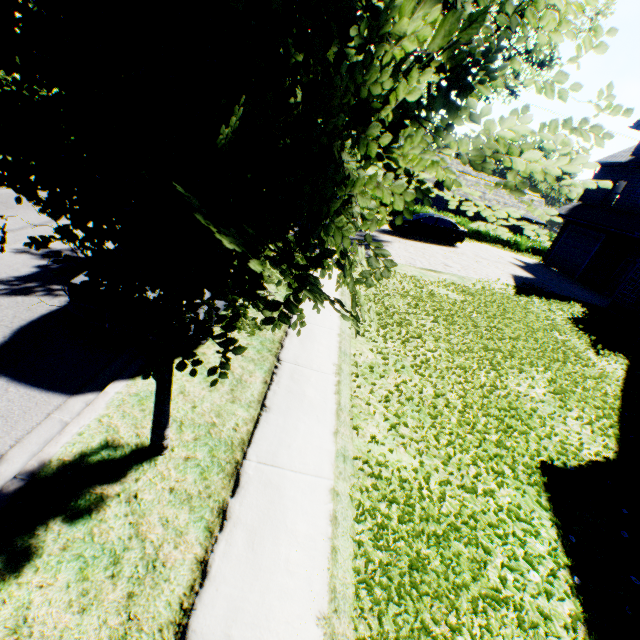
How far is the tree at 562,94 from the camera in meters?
1.4 m

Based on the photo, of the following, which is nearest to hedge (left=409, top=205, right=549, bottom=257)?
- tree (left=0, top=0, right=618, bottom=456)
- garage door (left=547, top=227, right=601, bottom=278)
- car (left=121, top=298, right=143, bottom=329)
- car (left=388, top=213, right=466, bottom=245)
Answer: tree (left=0, top=0, right=618, bottom=456)

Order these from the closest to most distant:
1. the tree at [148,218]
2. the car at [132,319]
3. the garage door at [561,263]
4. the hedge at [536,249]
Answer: the tree at [148,218] < the car at [132,319] < the garage door at [561,263] < the hedge at [536,249]

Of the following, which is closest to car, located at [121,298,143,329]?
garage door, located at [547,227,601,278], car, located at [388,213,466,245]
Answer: car, located at [388,213,466,245]

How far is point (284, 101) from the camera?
2.12m

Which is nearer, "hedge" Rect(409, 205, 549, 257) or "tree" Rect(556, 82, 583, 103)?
"tree" Rect(556, 82, 583, 103)

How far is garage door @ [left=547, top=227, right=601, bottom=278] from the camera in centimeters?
2020cm

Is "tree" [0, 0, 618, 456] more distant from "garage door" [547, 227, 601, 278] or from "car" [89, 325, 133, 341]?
"garage door" [547, 227, 601, 278]
